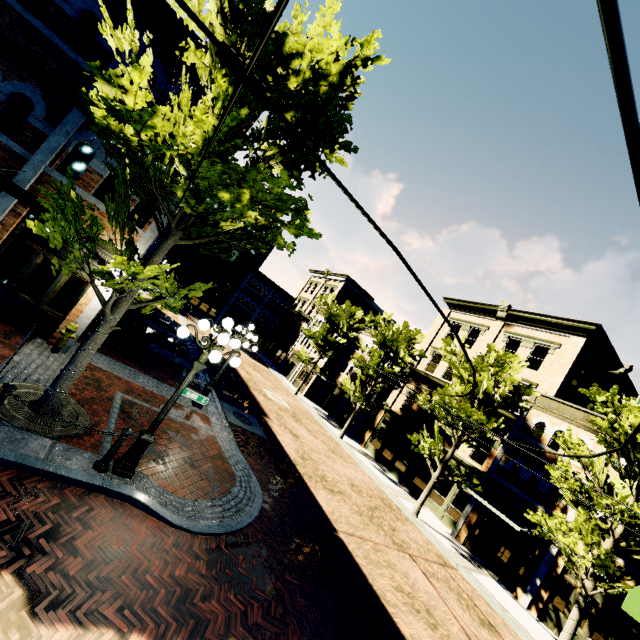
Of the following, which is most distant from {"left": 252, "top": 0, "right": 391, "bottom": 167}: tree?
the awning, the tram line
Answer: the tram line

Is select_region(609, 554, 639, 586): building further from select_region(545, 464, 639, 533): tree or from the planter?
the planter

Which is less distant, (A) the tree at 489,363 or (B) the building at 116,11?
(B) the building at 116,11

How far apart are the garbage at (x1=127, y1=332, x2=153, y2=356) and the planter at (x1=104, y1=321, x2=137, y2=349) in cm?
5

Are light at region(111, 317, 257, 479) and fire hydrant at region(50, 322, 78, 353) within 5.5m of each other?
yes

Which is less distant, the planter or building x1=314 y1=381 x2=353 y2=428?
the planter

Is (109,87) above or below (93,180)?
above

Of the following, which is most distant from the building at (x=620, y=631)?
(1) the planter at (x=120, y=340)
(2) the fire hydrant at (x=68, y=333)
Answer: (1) the planter at (x=120, y=340)
